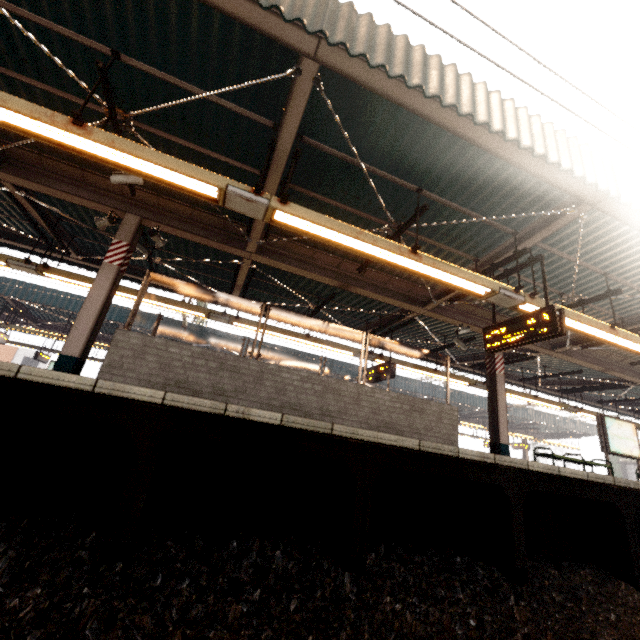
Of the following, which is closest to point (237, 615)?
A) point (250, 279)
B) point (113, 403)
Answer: point (113, 403)

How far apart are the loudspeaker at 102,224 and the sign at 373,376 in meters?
8.0 m

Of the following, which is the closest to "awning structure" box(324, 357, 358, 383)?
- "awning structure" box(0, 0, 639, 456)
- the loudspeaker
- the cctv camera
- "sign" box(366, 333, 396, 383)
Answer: "awning structure" box(0, 0, 639, 456)

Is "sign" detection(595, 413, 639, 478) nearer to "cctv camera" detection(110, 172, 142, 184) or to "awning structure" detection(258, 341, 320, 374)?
"awning structure" detection(258, 341, 320, 374)

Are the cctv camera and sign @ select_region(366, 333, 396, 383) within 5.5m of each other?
no

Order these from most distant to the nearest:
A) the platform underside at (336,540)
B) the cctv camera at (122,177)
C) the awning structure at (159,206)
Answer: the cctv camera at (122,177) < the awning structure at (159,206) < the platform underside at (336,540)

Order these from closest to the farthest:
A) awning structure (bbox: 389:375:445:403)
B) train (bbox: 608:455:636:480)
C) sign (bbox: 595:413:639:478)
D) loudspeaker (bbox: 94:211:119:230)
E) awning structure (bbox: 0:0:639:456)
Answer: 1. awning structure (bbox: 0:0:639:456)
2. loudspeaker (bbox: 94:211:119:230)
3. sign (bbox: 595:413:639:478)
4. awning structure (bbox: 389:375:445:403)
5. train (bbox: 608:455:636:480)

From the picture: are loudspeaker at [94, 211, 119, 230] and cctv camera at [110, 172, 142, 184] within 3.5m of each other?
yes
